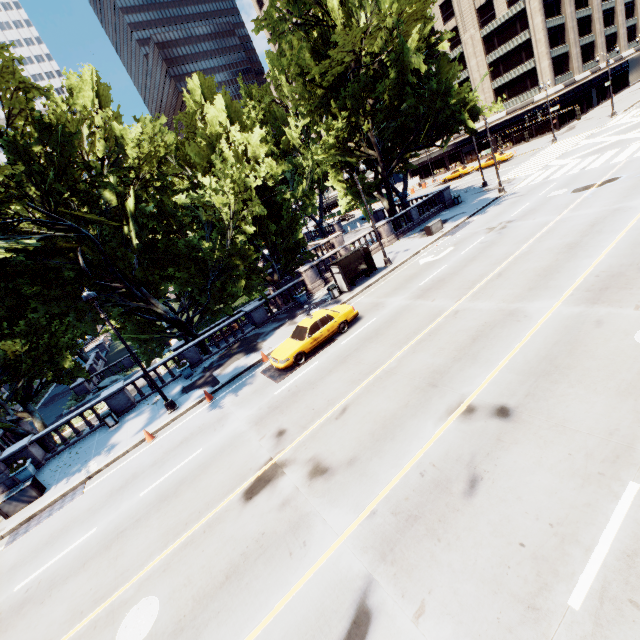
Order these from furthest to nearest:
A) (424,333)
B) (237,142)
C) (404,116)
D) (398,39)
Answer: (404,116) → (237,142) → (398,39) → (424,333)

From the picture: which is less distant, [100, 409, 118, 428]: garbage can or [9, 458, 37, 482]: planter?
[9, 458, 37, 482]: planter

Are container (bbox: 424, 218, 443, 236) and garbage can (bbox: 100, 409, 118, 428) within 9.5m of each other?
no

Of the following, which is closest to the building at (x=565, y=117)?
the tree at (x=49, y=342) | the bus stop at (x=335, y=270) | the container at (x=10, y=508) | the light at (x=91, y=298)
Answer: the tree at (x=49, y=342)

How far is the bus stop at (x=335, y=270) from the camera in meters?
22.1

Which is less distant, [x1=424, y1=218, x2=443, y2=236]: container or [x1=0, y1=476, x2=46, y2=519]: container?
[x1=0, y1=476, x2=46, y2=519]: container

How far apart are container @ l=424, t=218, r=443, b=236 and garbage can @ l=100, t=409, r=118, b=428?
26.1m

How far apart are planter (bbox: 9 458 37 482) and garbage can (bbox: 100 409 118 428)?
3.8m
